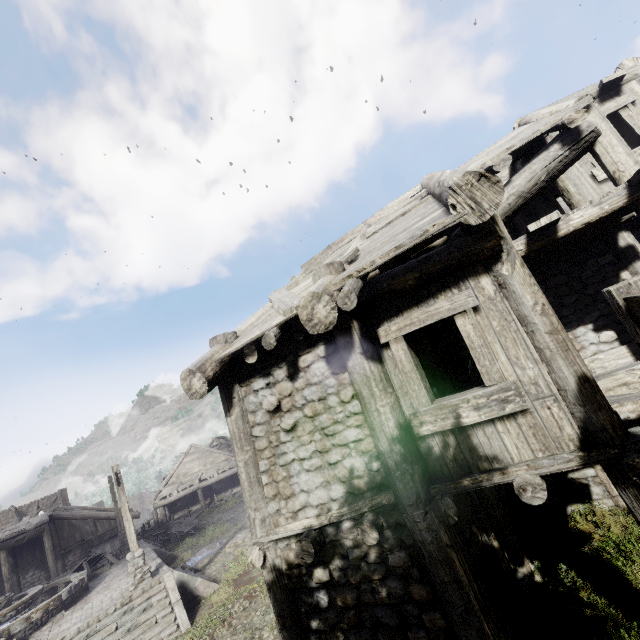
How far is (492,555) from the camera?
5.0m

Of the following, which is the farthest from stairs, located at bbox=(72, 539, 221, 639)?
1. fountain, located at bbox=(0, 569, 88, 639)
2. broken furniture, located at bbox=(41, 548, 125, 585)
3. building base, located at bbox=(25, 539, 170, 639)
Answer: broken furniture, located at bbox=(41, 548, 125, 585)

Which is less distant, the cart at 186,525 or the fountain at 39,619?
the fountain at 39,619

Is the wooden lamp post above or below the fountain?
above

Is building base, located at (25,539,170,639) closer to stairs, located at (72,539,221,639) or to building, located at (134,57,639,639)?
stairs, located at (72,539,221,639)

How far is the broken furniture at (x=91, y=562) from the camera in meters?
17.2

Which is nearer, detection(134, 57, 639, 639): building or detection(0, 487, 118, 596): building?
detection(134, 57, 639, 639): building

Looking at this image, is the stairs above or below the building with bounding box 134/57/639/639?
below
